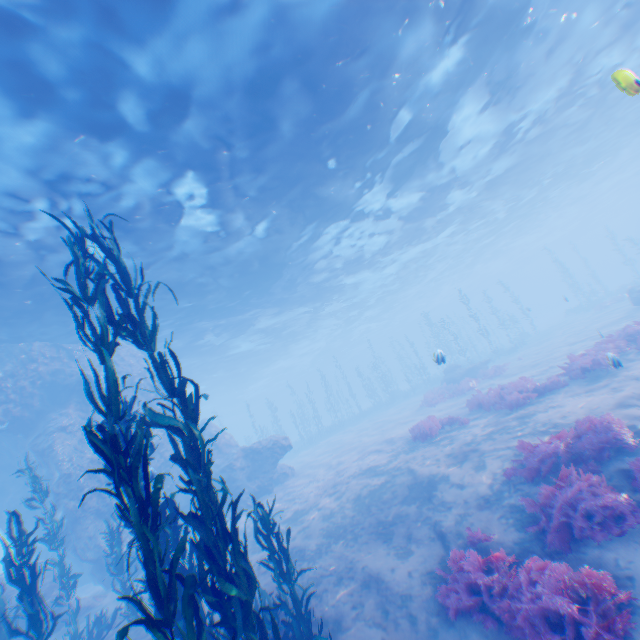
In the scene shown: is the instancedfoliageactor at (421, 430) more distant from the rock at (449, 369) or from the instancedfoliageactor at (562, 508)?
the rock at (449, 369)

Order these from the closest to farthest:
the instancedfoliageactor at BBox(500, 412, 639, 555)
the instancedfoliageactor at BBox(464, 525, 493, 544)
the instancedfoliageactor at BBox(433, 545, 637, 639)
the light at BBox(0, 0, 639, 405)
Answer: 1. the instancedfoliageactor at BBox(433, 545, 637, 639)
2. the instancedfoliageactor at BBox(500, 412, 639, 555)
3. the instancedfoliageactor at BBox(464, 525, 493, 544)
4. the light at BBox(0, 0, 639, 405)

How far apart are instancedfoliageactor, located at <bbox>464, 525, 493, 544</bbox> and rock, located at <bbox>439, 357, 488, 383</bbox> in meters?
20.1

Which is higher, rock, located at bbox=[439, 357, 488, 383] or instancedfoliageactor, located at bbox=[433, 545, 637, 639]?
rock, located at bbox=[439, 357, 488, 383]

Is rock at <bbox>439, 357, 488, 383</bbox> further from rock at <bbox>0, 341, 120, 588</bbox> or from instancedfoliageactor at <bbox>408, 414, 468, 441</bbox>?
instancedfoliageactor at <bbox>408, 414, 468, 441</bbox>

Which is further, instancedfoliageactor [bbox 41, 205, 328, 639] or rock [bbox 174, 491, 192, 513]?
rock [bbox 174, 491, 192, 513]

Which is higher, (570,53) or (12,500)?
(570,53)

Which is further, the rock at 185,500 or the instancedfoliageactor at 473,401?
the rock at 185,500
